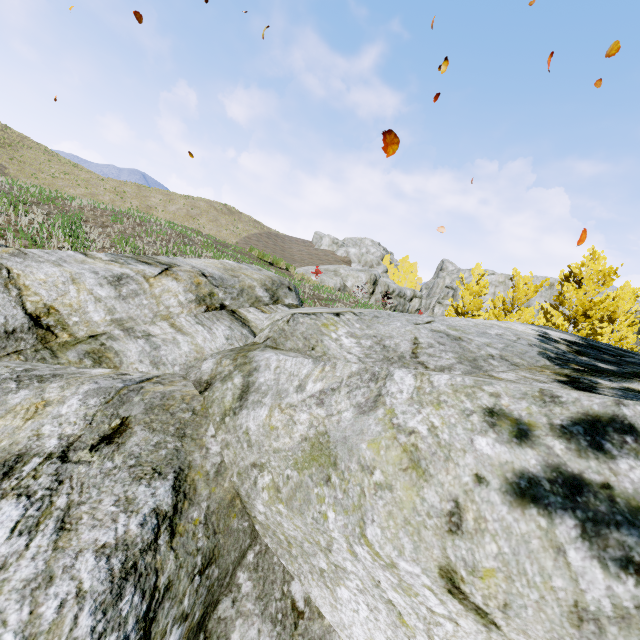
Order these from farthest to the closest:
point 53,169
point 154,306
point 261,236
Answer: point 261,236, point 53,169, point 154,306

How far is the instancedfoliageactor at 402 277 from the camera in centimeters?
5159cm

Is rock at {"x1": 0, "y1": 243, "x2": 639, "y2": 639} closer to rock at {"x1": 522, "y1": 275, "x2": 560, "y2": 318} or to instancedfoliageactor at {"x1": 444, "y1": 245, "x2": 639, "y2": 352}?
instancedfoliageactor at {"x1": 444, "y1": 245, "x2": 639, "y2": 352}

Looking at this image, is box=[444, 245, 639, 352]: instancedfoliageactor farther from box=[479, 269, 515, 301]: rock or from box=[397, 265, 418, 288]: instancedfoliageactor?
box=[397, 265, 418, 288]: instancedfoliageactor

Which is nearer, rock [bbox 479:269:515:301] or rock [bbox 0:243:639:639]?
rock [bbox 0:243:639:639]

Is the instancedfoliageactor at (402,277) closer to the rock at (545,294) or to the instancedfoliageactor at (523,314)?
the rock at (545,294)

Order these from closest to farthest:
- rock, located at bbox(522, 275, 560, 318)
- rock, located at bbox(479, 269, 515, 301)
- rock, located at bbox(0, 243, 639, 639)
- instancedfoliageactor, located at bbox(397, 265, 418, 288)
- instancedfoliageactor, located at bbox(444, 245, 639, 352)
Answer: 1. rock, located at bbox(0, 243, 639, 639)
2. instancedfoliageactor, located at bbox(444, 245, 639, 352)
3. rock, located at bbox(522, 275, 560, 318)
4. rock, located at bbox(479, 269, 515, 301)
5. instancedfoliageactor, located at bbox(397, 265, 418, 288)

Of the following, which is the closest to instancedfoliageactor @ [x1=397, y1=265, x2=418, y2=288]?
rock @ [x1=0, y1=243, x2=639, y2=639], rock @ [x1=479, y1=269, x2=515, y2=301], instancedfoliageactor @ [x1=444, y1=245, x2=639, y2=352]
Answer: rock @ [x1=479, y1=269, x2=515, y2=301]
